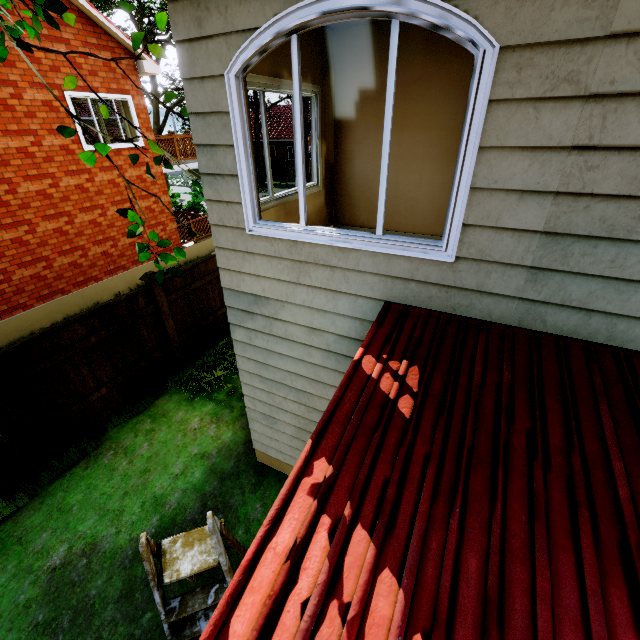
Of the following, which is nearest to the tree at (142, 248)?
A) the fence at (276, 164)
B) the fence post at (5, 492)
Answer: the fence at (276, 164)

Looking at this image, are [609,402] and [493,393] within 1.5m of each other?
yes

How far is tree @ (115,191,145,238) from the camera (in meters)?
2.53

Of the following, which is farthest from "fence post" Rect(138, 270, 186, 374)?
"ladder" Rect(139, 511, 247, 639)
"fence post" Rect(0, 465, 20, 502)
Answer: "ladder" Rect(139, 511, 247, 639)

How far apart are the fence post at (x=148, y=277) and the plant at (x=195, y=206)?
10.17m

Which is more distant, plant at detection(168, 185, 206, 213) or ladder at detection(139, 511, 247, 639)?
plant at detection(168, 185, 206, 213)

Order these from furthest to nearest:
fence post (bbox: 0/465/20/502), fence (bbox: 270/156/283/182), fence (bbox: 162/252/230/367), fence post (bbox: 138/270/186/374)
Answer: fence (bbox: 270/156/283/182) → fence (bbox: 162/252/230/367) → fence post (bbox: 138/270/186/374) → fence post (bbox: 0/465/20/502)

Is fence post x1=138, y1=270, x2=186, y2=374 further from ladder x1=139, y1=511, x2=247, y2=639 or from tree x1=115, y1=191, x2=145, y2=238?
ladder x1=139, y1=511, x2=247, y2=639
